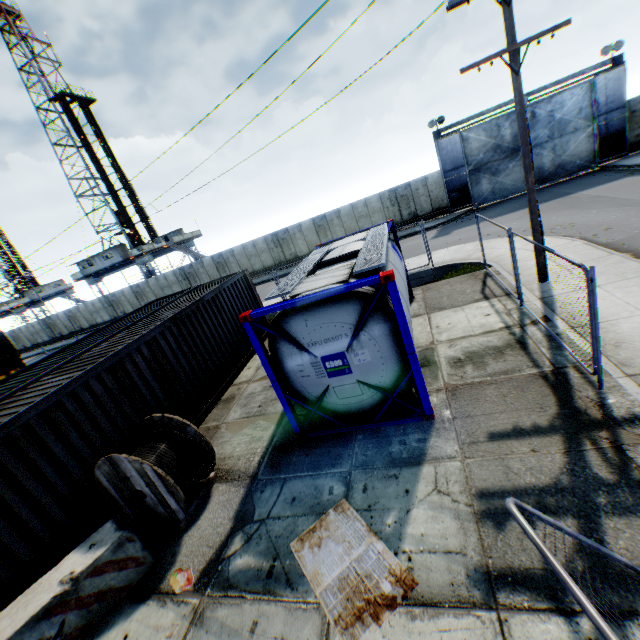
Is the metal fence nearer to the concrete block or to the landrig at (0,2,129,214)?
the concrete block

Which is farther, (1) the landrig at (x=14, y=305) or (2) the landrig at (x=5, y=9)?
(1) the landrig at (x=14, y=305)

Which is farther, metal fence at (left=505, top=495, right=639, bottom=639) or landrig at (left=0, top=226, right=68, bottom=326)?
landrig at (left=0, top=226, right=68, bottom=326)

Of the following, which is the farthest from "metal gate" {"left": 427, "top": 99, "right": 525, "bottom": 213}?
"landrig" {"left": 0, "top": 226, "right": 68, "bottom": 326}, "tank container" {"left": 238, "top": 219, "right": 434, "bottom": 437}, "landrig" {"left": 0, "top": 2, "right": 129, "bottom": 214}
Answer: "landrig" {"left": 0, "top": 226, "right": 68, "bottom": 326}

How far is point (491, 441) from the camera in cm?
524

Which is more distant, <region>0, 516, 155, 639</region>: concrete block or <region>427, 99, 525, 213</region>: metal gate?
<region>427, 99, 525, 213</region>: metal gate

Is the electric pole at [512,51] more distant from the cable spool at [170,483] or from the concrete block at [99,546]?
the concrete block at [99,546]

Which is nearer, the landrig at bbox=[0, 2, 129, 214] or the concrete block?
the concrete block
